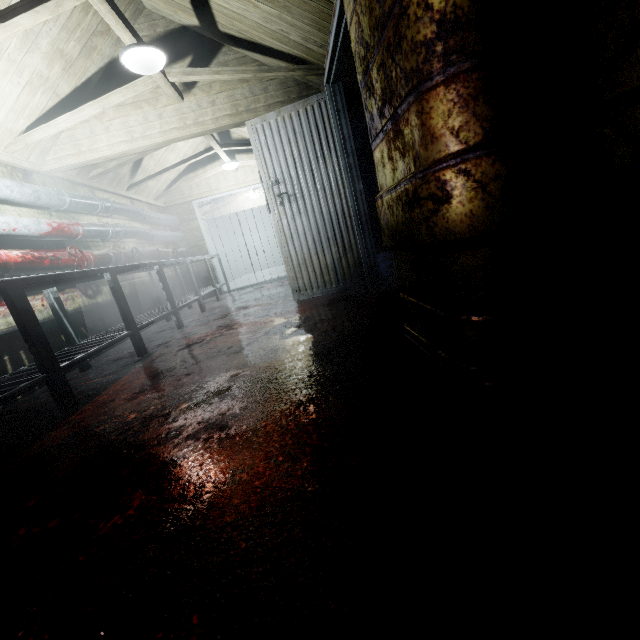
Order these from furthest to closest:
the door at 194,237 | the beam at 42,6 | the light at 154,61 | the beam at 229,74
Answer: the door at 194,237, the beam at 229,74, the light at 154,61, the beam at 42,6

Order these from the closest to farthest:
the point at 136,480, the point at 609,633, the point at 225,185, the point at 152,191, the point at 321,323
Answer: the point at 609,633, the point at 136,480, the point at 321,323, the point at 152,191, the point at 225,185

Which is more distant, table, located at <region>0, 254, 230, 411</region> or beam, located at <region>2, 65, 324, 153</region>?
beam, located at <region>2, 65, 324, 153</region>

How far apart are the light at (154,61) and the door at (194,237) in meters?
4.1

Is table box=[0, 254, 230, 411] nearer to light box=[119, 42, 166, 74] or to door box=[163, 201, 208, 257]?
door box=[163, 201, 208, 257]

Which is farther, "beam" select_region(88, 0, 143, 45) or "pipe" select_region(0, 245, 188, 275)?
"pipe" select_region(0, 245, 188, 275)

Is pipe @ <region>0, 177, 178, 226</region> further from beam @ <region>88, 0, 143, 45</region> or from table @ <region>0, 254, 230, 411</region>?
table @ <region>0, 254, 230, 411</region>

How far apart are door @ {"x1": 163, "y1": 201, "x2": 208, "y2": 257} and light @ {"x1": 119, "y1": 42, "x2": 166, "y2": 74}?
4.1 meters
